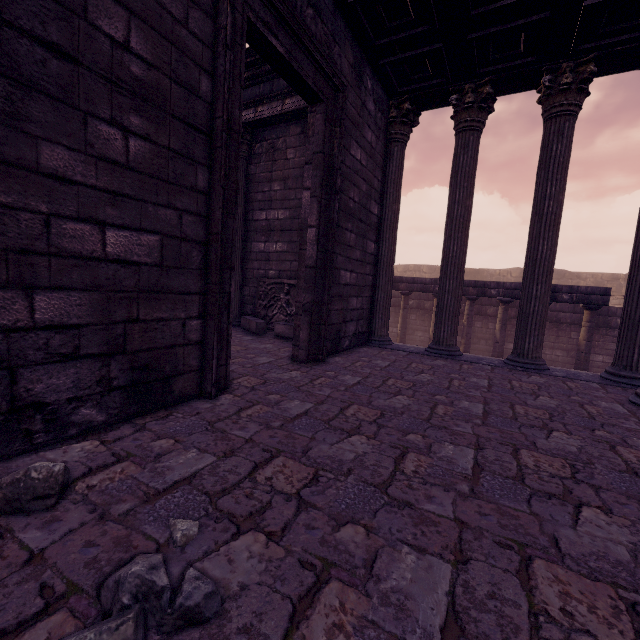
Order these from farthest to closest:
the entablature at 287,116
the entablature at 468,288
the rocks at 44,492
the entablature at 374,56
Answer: the entablature at 468,288, the entablature at 287,116, the entablature at 374,56, the rocks at 44,492

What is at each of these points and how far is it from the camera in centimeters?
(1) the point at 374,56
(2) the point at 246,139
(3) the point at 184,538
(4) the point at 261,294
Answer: (1) entablature, 530cm
(2) column, 783cm
(3) rocks, 142cm
(4) relief sculpture, 800cm

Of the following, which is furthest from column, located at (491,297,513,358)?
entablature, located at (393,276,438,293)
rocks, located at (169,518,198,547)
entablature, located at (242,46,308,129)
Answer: rocks, located at (169,518,198,547)

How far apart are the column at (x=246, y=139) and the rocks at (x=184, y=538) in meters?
6.9

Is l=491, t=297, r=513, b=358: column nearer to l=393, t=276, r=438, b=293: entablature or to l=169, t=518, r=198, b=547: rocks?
l=393, t=276, r=438, b=293: entablature

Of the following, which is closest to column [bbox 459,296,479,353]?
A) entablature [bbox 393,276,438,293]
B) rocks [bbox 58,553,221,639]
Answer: entablature [bbox 393,276,438,293]

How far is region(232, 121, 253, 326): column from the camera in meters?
7.8

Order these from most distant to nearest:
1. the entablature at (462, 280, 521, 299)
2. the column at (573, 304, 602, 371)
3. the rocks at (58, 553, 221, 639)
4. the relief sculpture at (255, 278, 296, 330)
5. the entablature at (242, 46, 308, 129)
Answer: the entablature at (462, 280, 521, 299)
the column at (573, 304, 602, 371)
the relief sculpture at (255, 278, 296, 330)
the entablature at (242, 46, 308, 129)
the rocks at (58, 553, 221, 639)
